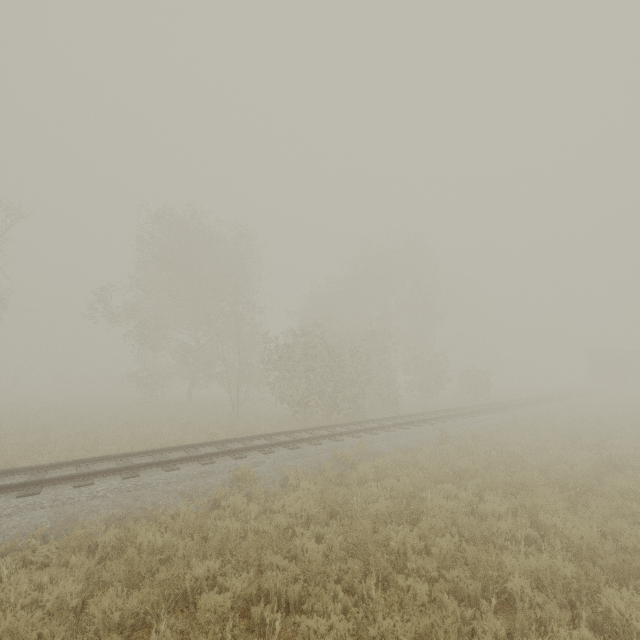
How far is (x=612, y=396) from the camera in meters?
31.2 m

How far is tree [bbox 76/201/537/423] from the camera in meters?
19.4

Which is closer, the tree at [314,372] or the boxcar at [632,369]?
the tree at [314,372]

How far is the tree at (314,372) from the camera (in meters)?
19.39

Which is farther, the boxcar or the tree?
the boxcar
